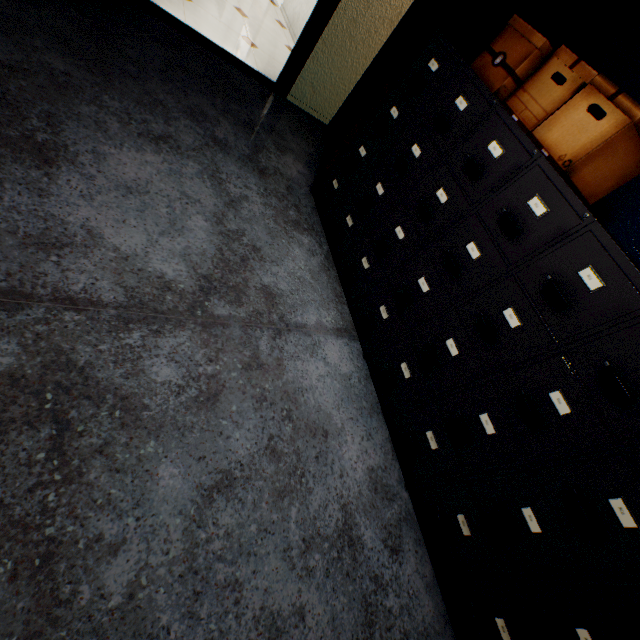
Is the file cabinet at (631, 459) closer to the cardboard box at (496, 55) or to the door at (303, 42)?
the cardboard box at (496, 55)

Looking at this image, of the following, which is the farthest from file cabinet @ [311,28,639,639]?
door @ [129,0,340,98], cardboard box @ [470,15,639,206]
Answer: door @ [129,0,340,98]

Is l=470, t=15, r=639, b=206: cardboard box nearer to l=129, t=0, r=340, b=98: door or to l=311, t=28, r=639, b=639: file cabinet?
l=311, t=28, r=639, b=639: file cabinet

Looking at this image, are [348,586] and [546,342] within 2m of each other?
yes

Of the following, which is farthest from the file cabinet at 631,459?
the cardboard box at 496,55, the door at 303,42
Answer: the door at 303,42

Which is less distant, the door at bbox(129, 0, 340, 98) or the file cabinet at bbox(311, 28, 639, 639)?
the file cabinet at bbox(311, 28, 639, 639)
